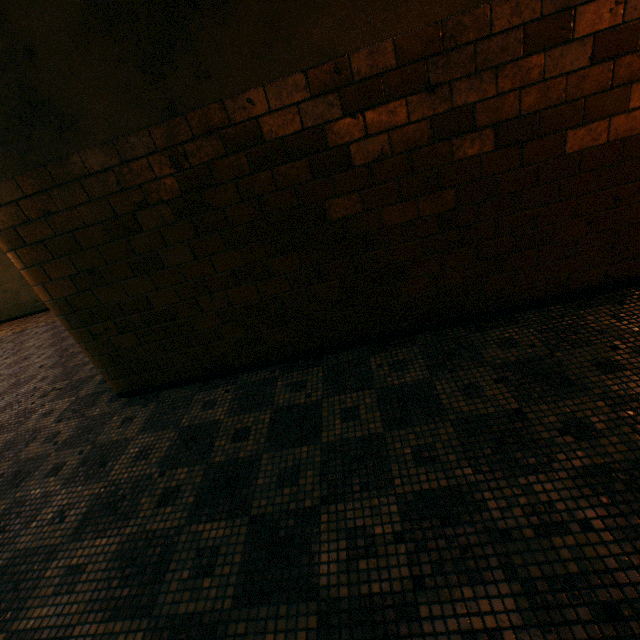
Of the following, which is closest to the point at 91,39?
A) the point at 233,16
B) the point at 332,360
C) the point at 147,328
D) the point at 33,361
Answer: the point at 233,16
